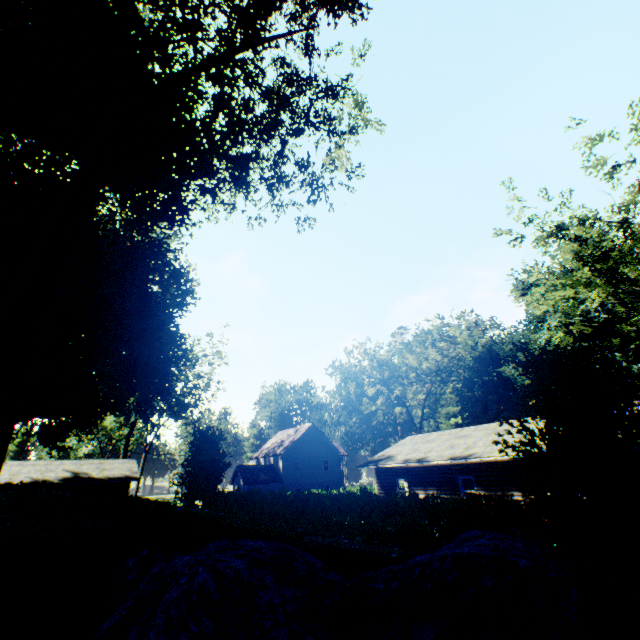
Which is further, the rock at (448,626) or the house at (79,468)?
the house at (79,468)

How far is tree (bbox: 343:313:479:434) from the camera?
38.59m

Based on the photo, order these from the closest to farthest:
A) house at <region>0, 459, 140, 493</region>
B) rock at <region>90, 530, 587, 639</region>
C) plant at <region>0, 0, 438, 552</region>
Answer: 1. rock at <region>90, 530, 587, 639</region>
2. plant at <region>0, 0, 438, 552</region>
3. house at <region>0, 459, 140, 493</region>

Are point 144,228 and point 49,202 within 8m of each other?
Result: yes

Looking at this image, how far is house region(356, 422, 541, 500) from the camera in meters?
16.8 m

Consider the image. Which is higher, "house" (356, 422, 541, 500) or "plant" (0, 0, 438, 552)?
"plant" (0, 0, 438, 552)

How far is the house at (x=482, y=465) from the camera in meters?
16.8

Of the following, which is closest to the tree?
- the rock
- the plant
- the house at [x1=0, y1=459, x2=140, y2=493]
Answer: the plant
